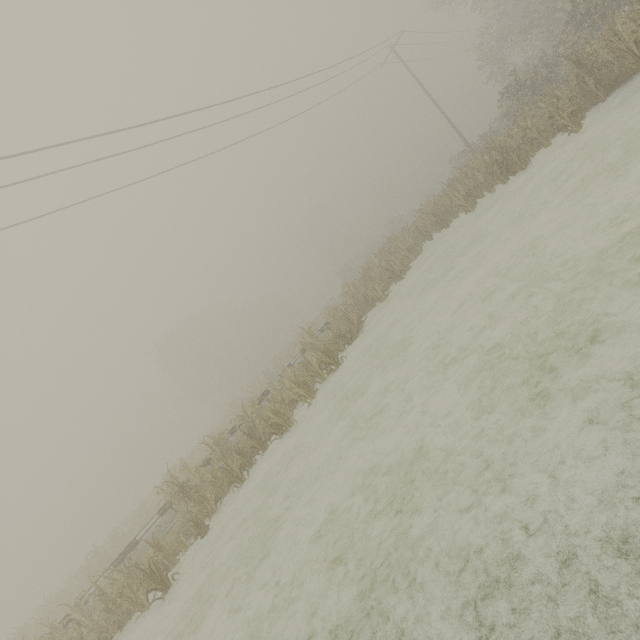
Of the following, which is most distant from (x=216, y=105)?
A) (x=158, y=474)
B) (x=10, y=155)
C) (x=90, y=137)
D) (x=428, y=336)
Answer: (x=158, y=474)
